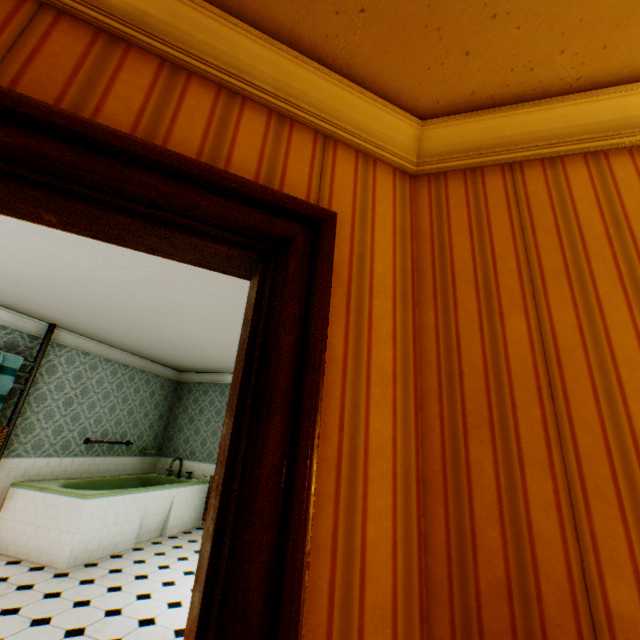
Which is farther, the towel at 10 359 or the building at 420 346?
the towel at 10 359

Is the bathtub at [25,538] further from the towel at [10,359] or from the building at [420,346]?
the towel at [10,359]

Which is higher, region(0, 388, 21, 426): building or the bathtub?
region(0, 388, 21, 426): building

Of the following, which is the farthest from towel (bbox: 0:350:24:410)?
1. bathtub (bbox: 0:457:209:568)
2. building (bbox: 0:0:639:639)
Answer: bathtub (bbox: 0:457:209:568)

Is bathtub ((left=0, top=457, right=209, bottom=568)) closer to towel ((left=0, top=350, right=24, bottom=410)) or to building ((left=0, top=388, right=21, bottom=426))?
building ((left=0, top=388, right=21, bottom=426))

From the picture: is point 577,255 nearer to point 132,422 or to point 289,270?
point 289,270

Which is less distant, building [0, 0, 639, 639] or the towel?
building [0, 0, 639, 639]
